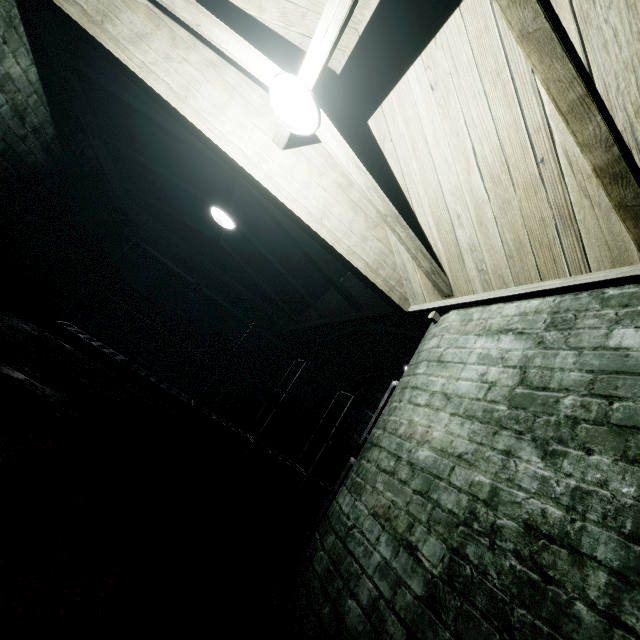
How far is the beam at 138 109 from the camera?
2.57m

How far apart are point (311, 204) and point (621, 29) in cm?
163

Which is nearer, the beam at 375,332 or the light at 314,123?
the light at 314,123

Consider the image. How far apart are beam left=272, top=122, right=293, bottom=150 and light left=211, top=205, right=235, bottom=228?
1.6m

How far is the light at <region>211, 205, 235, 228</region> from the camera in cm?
362

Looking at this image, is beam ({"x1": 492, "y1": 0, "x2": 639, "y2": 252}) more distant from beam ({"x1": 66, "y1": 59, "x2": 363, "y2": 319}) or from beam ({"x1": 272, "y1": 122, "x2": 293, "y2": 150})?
beam ({"x1": 66, "y1": 59, "x2": 363, "y2": 319})

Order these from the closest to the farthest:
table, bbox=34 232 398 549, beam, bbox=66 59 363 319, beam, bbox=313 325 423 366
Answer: beam, bbox=66 59 363 319 → beam, bbox=313 325 423 366 → table, bbox=34 232 398 549

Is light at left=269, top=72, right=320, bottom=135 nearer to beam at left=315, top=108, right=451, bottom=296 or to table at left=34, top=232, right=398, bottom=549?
beam at left=315, top=108, right=451, bottom=296
